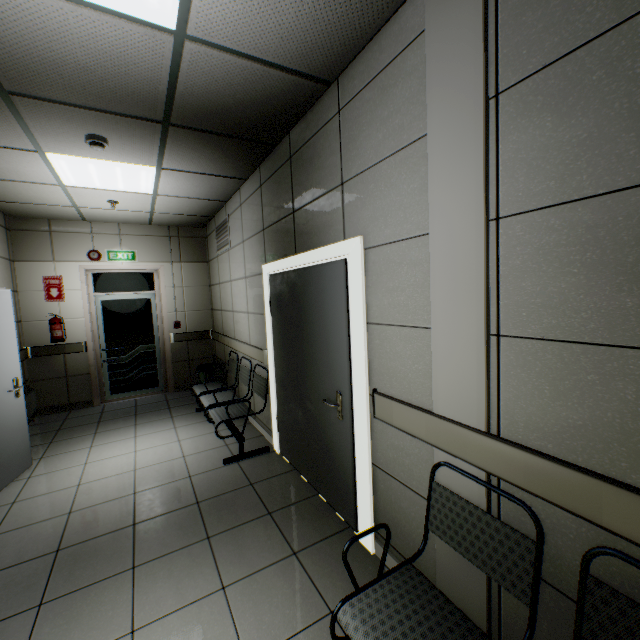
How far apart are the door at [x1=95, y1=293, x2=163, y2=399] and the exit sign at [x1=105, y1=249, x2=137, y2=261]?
0.56m

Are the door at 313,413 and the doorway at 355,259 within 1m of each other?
yes

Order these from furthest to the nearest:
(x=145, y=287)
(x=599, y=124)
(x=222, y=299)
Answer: (x=145, y=287), (x=222, y=299), (x=599, y=124)

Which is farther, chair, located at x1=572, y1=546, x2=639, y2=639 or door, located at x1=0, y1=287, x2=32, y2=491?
door, located at x1=0, y1=287, x2=32, y2=491

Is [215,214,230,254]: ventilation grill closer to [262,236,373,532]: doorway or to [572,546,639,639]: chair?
[262,236,373,532]: doorway

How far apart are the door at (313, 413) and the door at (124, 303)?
3.8m

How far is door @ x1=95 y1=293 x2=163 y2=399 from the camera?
6.0 meters

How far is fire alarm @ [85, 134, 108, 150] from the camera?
Result: 2.7m
